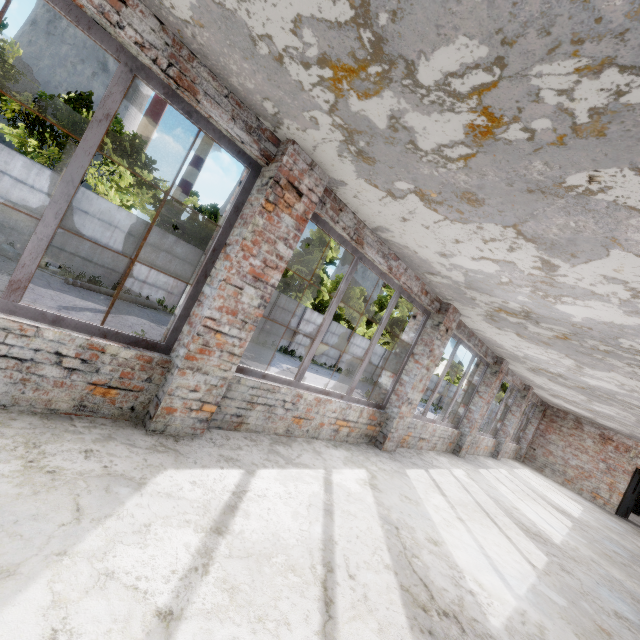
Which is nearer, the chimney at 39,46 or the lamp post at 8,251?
the lamp post at 8,251

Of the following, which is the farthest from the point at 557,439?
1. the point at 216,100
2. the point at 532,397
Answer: the point at 216,100

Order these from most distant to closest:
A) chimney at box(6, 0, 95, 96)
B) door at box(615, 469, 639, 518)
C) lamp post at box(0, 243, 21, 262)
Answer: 1. chimney at box(6, 0, 95, 96)
2. door at box(615, 469, 639, 518)
3. lamp post at box(0, 243, 21, 262)

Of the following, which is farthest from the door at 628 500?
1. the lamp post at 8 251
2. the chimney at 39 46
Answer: the chimney at 39 46

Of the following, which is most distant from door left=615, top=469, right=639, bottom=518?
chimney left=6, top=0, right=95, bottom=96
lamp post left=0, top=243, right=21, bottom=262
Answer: chimney left=6, top=0, right=95, bottom=96

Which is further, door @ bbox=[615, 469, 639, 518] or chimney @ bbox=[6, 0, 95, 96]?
chimney @ bbox=[6, 0, 95, 96]

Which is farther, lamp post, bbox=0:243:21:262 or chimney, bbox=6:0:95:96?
chimney, bbox=6:0:95:96

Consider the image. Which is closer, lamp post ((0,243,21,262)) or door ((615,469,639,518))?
lamp post ((0,243,21,262))
